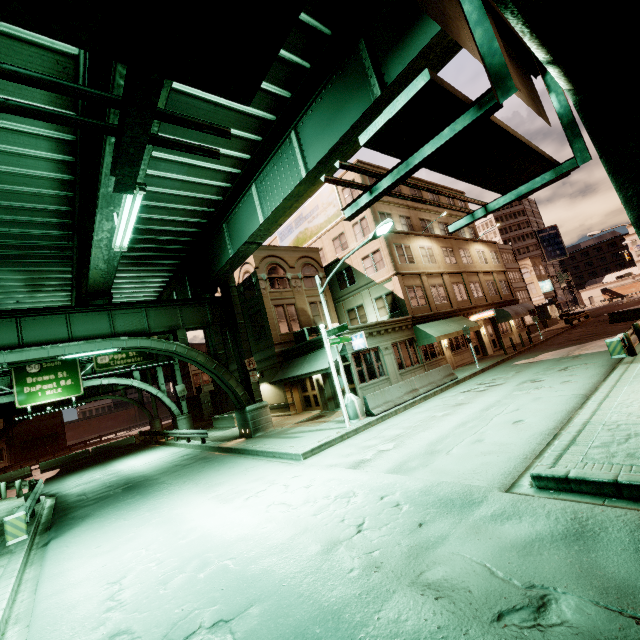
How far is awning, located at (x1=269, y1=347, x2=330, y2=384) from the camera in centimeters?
1892cm

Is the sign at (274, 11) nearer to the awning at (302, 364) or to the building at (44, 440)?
the awning at (302, 364)

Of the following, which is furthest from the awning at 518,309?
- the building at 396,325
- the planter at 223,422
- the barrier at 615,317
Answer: the planter at 223,422

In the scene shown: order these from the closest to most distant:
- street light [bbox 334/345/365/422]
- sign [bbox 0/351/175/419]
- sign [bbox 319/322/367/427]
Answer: sign [bbox 319/322/367/427]
street light [bbox 334/345/365/422]
sign [bbox 0/351/175/419]

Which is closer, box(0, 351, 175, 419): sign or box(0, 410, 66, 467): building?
box(0, 351, 175, 419): sign

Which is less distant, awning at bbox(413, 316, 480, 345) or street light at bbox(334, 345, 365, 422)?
street light at bbox(334, 345, 365, 422)

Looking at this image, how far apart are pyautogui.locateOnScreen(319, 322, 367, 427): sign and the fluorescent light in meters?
8.1

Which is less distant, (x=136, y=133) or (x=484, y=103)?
(x=136, y=133)
